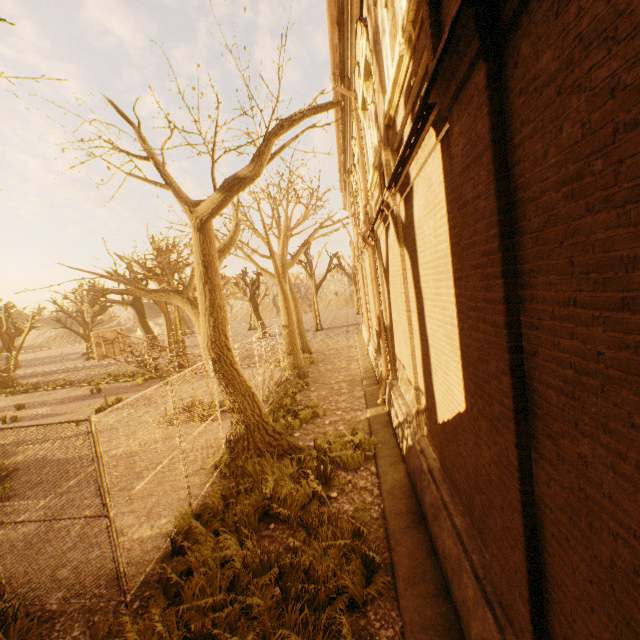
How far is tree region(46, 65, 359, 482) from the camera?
6.09m

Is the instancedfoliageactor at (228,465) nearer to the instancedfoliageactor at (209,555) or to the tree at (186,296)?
the tree at (186,296)

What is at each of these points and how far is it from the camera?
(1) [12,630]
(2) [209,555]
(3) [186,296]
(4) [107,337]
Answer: (1) instancedfoliageactor, 4.39m
(2) instancedfoliageactor, 5.29m
(3) tree, 10.12m
(4) basketballbackboardstansion, 12.46m

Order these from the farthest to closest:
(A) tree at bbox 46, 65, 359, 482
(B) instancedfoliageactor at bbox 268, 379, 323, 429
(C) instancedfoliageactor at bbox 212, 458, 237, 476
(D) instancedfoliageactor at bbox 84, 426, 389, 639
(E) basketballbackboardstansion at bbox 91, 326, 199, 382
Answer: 1. (E) basketballbackboardstansion at bbox 91, 326, 199, 382
2. (B) instancedfoliageactor at bbox 268, 379, 323, 429
3. (C) instancedfoliageactor at bbox 212, 458, 237, 476
4. (A) tree at bbox 46, 65, 359, 482
5. (D) instancedfoliageactor at bbox 84, 426, 389, 639

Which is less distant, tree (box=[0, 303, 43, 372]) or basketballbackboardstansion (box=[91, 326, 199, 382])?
basketballbackboardstansion (box=[91, 326, 199, 382])

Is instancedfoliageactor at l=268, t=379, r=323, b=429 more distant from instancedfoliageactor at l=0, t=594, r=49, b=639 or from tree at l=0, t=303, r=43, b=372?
instancedfoliageactor at l=0, t=594, r=49, b=639

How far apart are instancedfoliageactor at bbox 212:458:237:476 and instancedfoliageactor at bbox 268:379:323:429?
2.29m

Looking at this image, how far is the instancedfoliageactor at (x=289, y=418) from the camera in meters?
10.6
